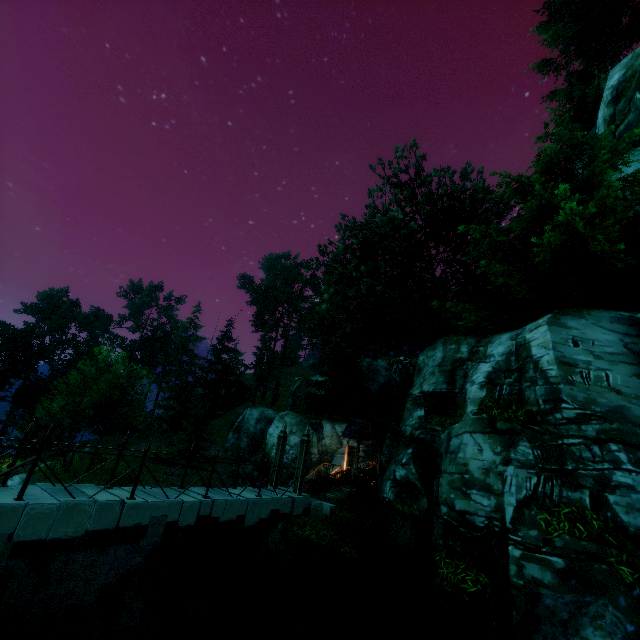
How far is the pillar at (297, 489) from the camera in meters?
12.9 m

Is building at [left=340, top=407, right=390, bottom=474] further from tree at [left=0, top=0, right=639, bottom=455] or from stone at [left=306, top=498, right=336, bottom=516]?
stone at [left=306, top=498, right=336, bottom=516]

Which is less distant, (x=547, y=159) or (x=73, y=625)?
(x=73, y=625)

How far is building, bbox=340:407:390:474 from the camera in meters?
21.5 m

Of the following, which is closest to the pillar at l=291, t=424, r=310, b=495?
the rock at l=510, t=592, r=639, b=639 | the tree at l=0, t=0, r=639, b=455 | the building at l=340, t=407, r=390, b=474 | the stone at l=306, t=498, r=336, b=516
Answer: the stone at l=306, t=498, r=336, b=516

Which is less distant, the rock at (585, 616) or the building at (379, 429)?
the rock at (585, 616)

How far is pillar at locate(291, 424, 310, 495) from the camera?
12.9 meters

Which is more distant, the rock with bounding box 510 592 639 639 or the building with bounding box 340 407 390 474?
the building with bounding box 340 407 390 474
